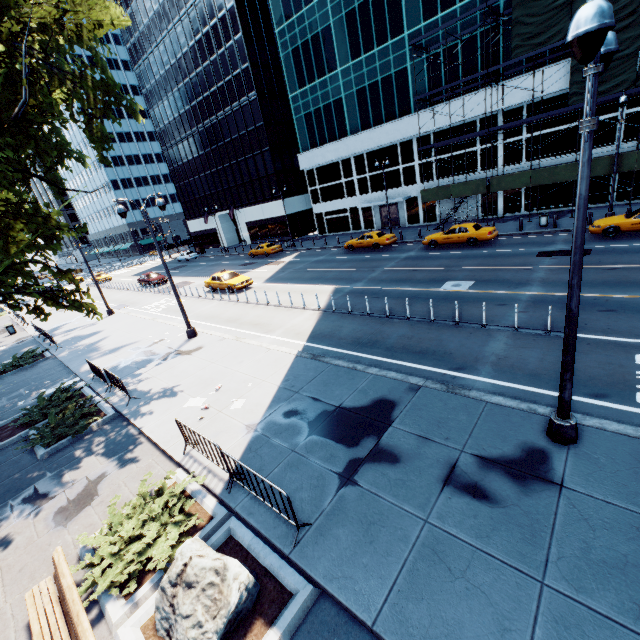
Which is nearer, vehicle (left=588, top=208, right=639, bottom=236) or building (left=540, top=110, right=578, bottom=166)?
vehicle (left=588, top=208, right=639, bottom=236)

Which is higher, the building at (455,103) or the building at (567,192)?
the building at (455,103)

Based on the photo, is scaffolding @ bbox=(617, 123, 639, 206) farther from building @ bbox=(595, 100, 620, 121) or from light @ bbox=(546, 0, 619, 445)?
light @ bbox=(546, 0, 619, 445)

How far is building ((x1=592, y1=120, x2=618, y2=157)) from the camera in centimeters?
2414cm

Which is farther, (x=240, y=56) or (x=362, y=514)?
(x=240, y=56)

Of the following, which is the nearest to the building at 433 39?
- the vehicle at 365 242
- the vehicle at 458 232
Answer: the vehicle at 365 242

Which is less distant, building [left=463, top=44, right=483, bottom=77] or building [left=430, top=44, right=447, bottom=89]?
building [left=463, top=44, right=483, bottom=77]

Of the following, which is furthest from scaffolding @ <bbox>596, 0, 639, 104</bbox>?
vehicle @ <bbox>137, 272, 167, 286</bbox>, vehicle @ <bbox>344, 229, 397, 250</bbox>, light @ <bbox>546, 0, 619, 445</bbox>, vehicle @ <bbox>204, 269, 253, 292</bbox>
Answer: vehicle @ <bbox>137, 272, 167, 286</bbox>
